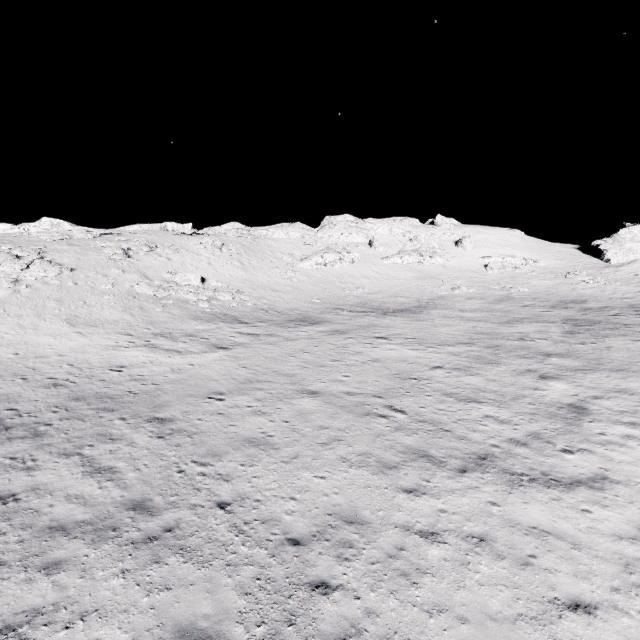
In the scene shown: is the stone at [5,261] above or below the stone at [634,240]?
below

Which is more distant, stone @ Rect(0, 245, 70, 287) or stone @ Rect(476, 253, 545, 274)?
stone @ Rect(476, 253, 545, 274)

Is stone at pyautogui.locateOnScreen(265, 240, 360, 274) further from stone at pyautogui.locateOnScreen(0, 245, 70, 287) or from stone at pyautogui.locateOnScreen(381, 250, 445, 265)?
stone at pyautogui.locateOnScreen(0, 245, 70, 287)

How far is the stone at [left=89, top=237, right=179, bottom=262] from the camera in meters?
Answer: 34.0

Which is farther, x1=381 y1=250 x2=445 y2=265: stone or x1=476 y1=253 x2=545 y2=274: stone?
x1=381 y1=250 x2=445 y2=265: stone

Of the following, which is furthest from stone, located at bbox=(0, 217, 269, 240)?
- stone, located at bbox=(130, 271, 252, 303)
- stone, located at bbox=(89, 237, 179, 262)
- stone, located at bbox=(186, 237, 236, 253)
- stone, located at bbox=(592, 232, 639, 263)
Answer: stone, located at bbox=(592, 232, 639, 263)

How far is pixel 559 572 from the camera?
7.9 meters

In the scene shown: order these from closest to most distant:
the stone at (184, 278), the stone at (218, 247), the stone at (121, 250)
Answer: the stone at (184, 278) → the stone at (121, 250) → the stone at (218, 247)
